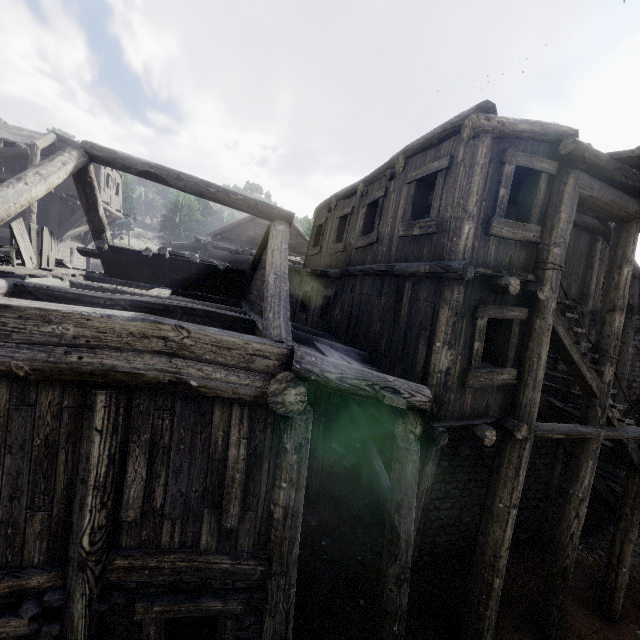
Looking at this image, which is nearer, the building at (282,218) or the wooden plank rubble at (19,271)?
the building at (282,218)

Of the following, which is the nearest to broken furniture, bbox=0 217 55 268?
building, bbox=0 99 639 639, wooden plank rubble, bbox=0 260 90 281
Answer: wooden plank rubble, bbox=0 260 90 281

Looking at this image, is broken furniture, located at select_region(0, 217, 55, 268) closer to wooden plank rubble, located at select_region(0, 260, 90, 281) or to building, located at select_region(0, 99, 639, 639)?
wooden plank rubble, located at select_region(0, 260, 90, 281)

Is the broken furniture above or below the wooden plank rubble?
above

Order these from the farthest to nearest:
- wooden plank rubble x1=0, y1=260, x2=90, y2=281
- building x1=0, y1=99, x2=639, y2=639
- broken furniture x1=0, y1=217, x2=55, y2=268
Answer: broken furniture x1=0, y1=217, x2=55, y2=268, wooden plank rubble x1=0, y1=260, x2=90, y2=281, building x1=0, y1=99, x2=639, y2=639

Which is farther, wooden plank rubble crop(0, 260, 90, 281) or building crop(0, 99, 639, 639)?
wooden plank rubble crop(0, 260, 90, 281)

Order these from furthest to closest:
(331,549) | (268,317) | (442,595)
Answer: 1. (331,549)
2. (442,595)
3. (268,317)

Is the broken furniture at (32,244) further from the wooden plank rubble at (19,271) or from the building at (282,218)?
the building at (282,218)
